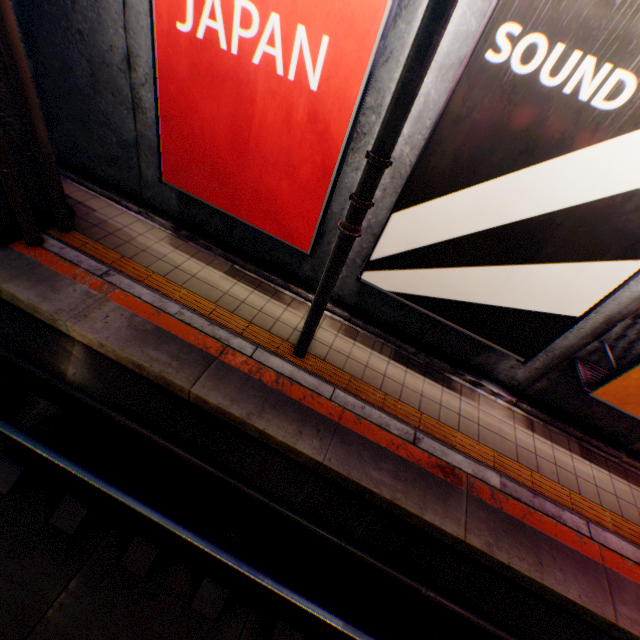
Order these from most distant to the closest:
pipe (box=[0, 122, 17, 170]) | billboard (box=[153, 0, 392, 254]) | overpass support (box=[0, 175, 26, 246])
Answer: overpass support (box=[0, 175, 26, 246]) < pipe (box=[0, 122, 17, 170]) < billboard (box=[153, 0, 392, 254])

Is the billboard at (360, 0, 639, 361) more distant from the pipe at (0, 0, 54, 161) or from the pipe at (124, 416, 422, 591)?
the pipe at (0, 0, 54, 161)

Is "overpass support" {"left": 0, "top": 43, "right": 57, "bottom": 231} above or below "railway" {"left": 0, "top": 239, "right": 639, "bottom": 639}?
above

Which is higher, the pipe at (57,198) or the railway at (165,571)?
the pipe at (57,198)

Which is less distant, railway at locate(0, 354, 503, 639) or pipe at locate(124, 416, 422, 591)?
railway at locate(0, 354, 503, 639)

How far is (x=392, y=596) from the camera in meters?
4.6

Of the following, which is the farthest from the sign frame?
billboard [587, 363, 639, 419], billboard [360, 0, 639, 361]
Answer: billboard [360, 0, 639, 361]

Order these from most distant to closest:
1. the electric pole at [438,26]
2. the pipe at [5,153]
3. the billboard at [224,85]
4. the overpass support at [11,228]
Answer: the overpass support at [11,228] < the pipe at [5,153] < the billboard at [224,85] < the electric pole at [438,26]
